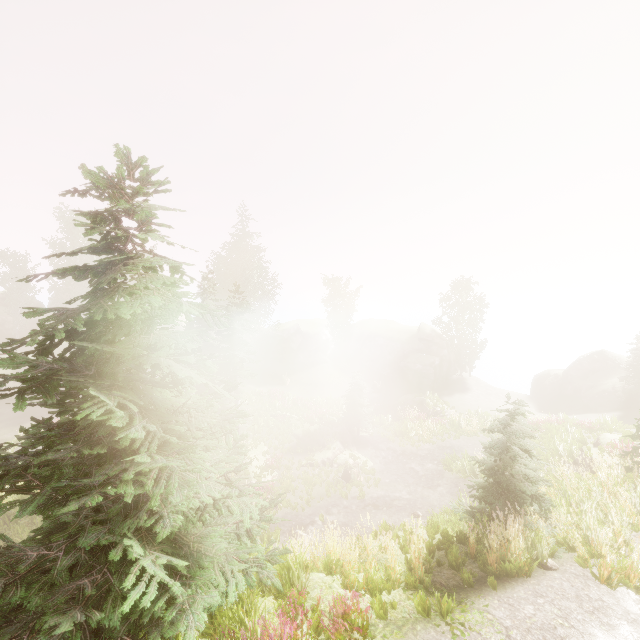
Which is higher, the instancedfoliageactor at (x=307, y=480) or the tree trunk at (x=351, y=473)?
the tree trunk at (x=351, y=473)

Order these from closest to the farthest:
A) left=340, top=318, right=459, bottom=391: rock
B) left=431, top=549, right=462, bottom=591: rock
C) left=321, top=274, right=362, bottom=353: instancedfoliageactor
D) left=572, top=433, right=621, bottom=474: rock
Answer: left=431, top=549, right=462, bottom=591: rock
left=572, top=433, right=621, bottom=474: rock
left=340, top=318, right=459, bottom=391: rock
left=321, top=274, right=362, bottom=353: instancedfoliageactor

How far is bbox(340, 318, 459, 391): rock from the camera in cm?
3784

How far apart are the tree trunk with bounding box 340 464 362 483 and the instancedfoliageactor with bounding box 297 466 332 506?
1.7m

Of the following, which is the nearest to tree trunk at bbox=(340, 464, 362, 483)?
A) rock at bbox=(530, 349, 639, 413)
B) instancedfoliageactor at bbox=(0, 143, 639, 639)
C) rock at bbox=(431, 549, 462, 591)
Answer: instancedfoliageactor at bbox=(0, 143, 639, 639)

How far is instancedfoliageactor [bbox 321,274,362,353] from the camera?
47.50m

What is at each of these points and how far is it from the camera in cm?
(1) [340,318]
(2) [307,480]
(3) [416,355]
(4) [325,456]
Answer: (1) instancedfoliageactor, 4750
(2) instancedfoliageactor, 1830
(3) rock, 3934
(4) rock, 2091

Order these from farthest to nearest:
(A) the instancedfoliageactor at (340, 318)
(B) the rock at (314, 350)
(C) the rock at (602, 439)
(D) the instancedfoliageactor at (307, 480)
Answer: (A) the instancedfoliageactor at (340, 318)
(B) the rock at (314, 350)
(D) the instancedfoliageactor at (307, 480)
(C) the rock at (602, 439)
